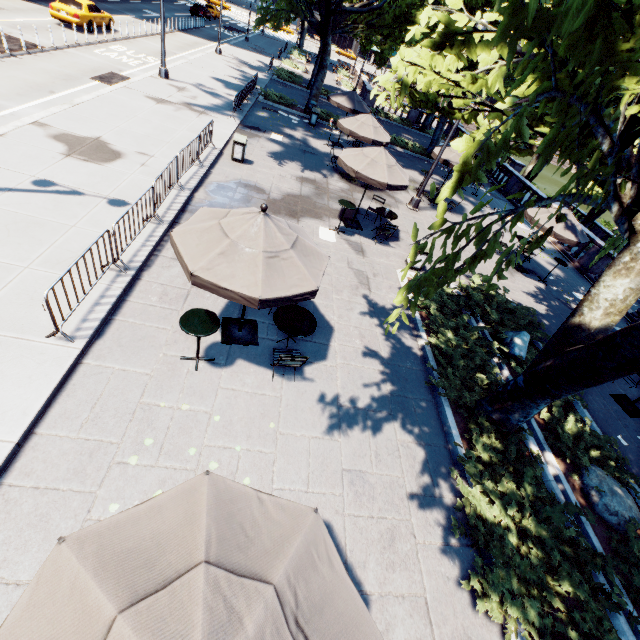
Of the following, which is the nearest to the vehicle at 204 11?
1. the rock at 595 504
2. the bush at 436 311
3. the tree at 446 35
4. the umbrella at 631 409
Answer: the tree at 446 35

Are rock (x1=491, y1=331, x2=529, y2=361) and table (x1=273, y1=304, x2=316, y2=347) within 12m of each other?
yes

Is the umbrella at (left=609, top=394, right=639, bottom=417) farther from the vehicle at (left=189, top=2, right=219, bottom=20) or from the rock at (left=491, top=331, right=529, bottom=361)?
the vehicle at (left=189, top=2, right=219, bottom=20)

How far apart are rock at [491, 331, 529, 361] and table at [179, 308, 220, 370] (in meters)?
8.35

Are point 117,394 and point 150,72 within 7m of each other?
no

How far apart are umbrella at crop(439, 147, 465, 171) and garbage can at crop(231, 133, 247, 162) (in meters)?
9.49

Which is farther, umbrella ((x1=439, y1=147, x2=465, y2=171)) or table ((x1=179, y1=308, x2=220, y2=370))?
umbrella ((x1=439, y1=147, x2=465, y2=171))

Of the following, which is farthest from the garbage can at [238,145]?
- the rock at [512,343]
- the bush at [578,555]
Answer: the bush at [578,555]
